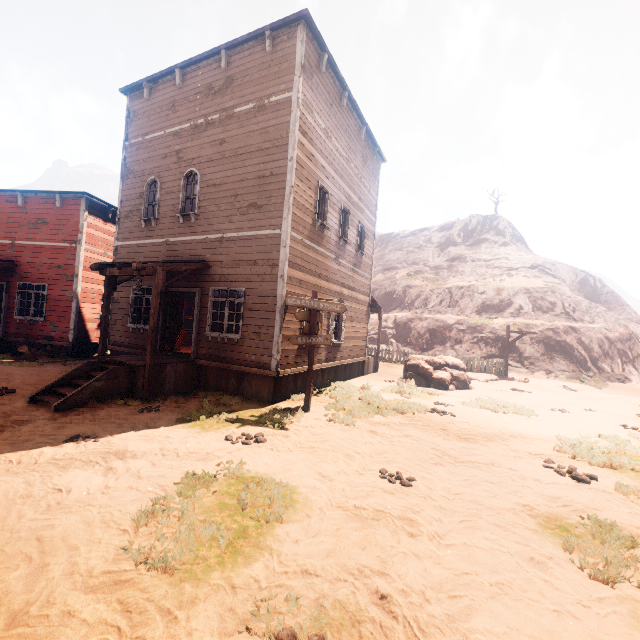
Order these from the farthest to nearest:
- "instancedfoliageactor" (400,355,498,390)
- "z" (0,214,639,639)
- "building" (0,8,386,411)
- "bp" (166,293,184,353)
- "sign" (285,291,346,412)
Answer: "instancedfoliageactor" (400,355,498,390) < "bp" (166,293,184,353) < "building" (0,8,386,411) < "sign" (285,291,346,412) < "z" (0,214,639,639)

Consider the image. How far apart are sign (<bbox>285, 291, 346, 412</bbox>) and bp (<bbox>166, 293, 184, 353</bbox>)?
5.1 meters

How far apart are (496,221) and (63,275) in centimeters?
5120cm

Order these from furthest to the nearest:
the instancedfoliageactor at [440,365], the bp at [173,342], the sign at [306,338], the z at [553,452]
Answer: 1. the instancedfoliageactor at [440,365]
2. the bp at [173,342]
3. the sign at [306,338]
4. the z at [553,452]

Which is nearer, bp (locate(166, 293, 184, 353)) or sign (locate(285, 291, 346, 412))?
sign (locate(285, 291, 346, 412))

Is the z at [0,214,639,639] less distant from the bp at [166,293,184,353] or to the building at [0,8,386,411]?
the building at [0,8,386,411]

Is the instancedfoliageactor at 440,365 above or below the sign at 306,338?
below

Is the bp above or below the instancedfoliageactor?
above
